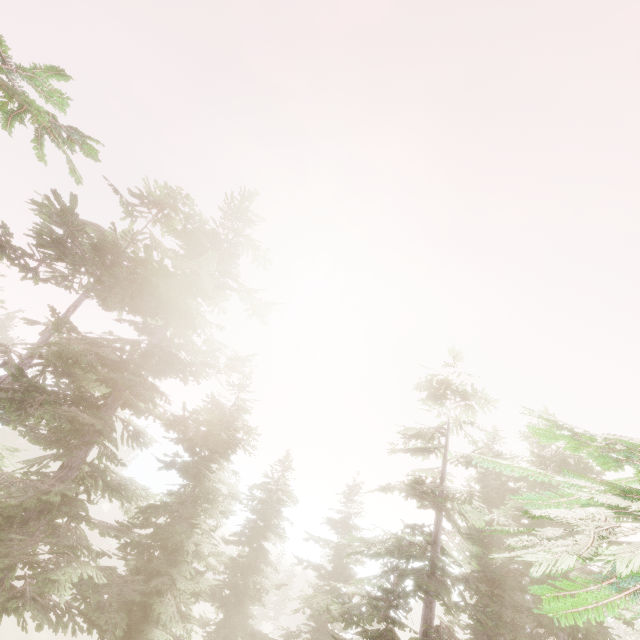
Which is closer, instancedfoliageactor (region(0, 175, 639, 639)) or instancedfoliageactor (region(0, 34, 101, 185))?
instancedfoliageactor (region(0, 175, 639, 639))

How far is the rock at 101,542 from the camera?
44.7 meters

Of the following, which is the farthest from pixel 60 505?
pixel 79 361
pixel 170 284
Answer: pixel 170 284

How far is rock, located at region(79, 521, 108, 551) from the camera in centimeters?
4472cm

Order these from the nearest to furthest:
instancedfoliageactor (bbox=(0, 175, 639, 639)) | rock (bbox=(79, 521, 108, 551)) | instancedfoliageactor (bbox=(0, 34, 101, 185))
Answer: instancedfoliageactor (bbox=(0, 175, 639, 639)) < instancedfoliageactor (bbox=(0, 34, 101, 185)) < rock (bbox=(79, 521, 108, 551))

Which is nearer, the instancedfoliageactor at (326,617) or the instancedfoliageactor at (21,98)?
A: the instancedfoliageactor at (326,617)

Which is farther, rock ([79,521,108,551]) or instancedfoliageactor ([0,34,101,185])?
rock ([79,521,108,551])
